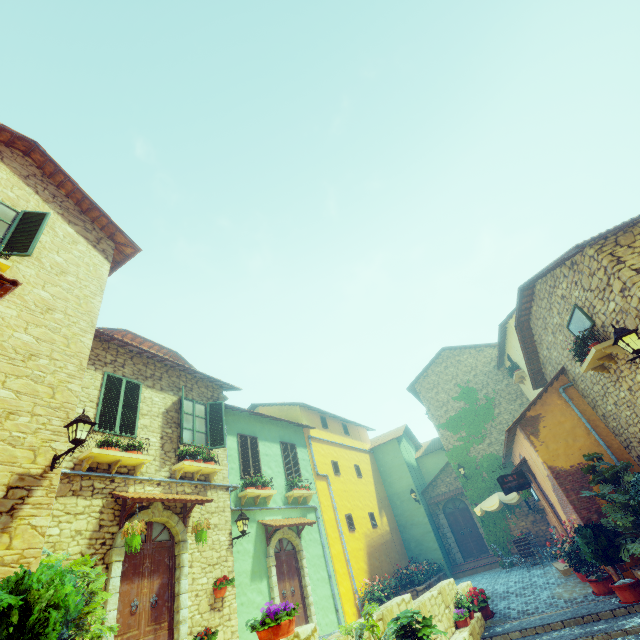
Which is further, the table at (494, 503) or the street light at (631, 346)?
the table at (494, 503)

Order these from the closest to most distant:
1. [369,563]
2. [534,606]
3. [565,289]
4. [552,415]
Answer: [565,289] → [534,606] → [552,415] → [369,563]

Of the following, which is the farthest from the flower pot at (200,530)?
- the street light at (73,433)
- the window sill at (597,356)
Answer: the window sill at (597,356)

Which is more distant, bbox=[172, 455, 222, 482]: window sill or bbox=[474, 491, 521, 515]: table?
bbox=[474, 491, 521, 515]: table

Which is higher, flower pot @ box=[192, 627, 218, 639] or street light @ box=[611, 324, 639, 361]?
street light @ box=[611, 324, 639, 361]

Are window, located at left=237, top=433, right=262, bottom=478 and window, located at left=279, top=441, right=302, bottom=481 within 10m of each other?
yes

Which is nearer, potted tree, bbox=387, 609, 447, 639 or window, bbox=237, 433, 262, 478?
potted tree, bbox=387, 609, 447, 639

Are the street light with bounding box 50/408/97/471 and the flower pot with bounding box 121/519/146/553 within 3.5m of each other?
yes
